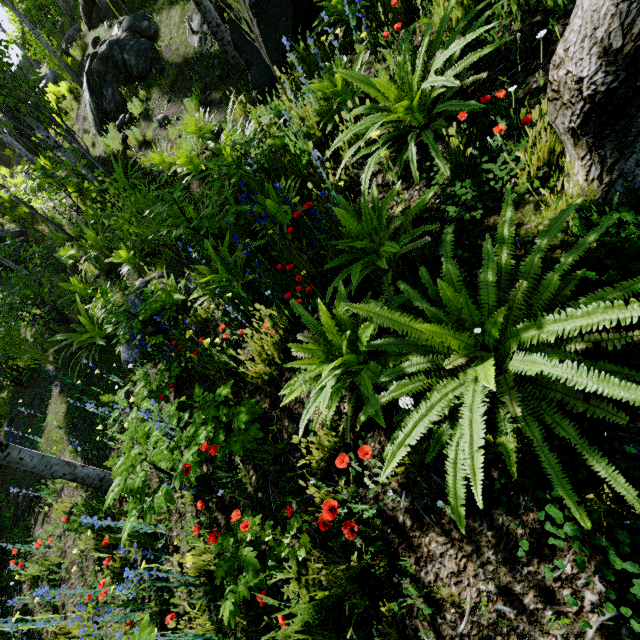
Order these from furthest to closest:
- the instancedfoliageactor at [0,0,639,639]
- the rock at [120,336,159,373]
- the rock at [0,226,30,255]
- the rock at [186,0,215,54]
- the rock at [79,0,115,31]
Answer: the rock at [0,226,30,255]
the rock at [79,0,115,31]
the rock at [186,0,215,54]
the rock at [120,336,159,373]
the instancedfoliageactor at [0,0,639,639]

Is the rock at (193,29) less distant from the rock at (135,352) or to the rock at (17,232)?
the rock at (135,352)

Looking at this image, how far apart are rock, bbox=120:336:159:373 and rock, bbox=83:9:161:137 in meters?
6.8 m

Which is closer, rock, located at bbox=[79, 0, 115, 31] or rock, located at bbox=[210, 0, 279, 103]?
rock, located at bbox=[210, 0, 279, 103]

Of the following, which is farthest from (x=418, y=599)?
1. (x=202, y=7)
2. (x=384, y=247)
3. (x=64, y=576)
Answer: (x=202, y=7)

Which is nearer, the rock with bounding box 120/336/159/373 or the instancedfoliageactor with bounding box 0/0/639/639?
the instancedfoliageactor with bounding box 0/0/639/639

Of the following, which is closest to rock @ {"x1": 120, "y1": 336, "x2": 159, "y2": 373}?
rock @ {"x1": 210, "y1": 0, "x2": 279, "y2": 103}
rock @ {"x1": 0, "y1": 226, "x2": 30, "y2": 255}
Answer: rock @ {"x1": 210, "y1": 0, "x2": 279, "y2": 103}

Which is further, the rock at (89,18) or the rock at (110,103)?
the rock at (89,18)
